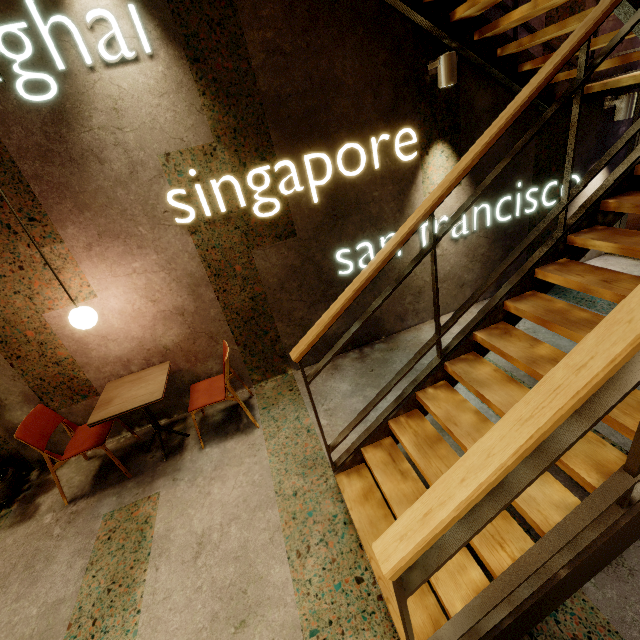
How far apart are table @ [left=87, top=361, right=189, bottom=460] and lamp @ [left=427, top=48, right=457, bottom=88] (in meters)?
3.81

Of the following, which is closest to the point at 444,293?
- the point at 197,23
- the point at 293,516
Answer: the point at 293,516

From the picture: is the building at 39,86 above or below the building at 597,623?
above

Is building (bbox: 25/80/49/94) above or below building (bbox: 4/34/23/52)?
below

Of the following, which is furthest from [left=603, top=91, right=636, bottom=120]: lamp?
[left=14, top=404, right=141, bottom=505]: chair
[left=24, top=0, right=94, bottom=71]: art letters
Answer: [left=14, top=404, right=141, bottom=505]: chair

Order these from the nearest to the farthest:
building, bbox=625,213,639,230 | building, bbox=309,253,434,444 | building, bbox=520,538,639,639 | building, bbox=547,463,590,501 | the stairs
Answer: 1. the stairs
2. building, bbox=520,538,639,639
3. building, bbox=547,463,590,501
4. building, bbox=309,253,434,444
5. building, bbox=625,213,639,230

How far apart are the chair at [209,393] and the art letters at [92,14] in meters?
2.3 m

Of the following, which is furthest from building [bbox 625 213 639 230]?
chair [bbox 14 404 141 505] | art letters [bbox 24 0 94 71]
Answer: chair [bbox 14 404 141 505]
